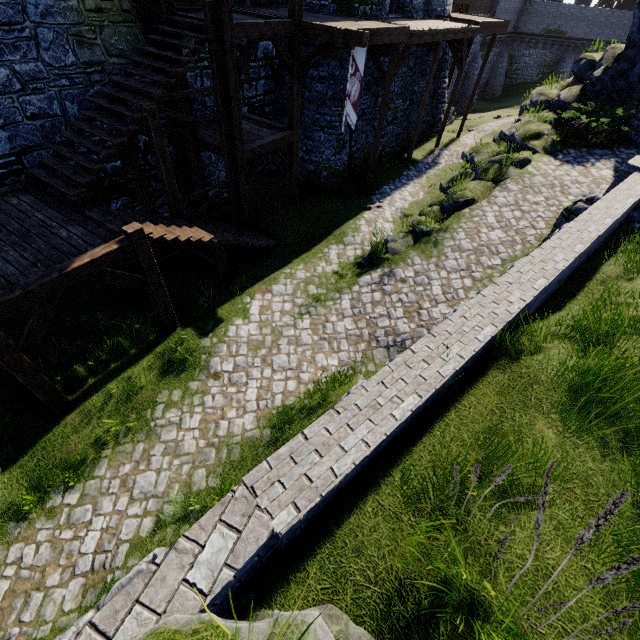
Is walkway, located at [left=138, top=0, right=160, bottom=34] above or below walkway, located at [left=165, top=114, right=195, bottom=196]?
above

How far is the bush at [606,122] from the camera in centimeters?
1351cm

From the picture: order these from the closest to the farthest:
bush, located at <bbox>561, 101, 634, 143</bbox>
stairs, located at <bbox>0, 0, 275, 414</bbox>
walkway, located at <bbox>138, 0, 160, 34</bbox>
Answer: stairs, located at <bbox>0, 0, 275, 414</bbox> < walkway, located at <bbox>138, 0, 160, 34</bbox> < bush, located at <bbox>561, 101, 634, 143</bbox>

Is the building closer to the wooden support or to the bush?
the wooden support

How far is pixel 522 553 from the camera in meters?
2.3 m

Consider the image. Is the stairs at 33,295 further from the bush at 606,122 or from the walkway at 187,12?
the bush at 606,122

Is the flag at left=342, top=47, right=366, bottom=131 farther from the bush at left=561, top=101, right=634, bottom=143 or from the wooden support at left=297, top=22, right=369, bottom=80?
the bush at left=561, top=101, right=634, bottom=143

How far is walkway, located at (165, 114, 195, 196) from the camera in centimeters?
1123cm
